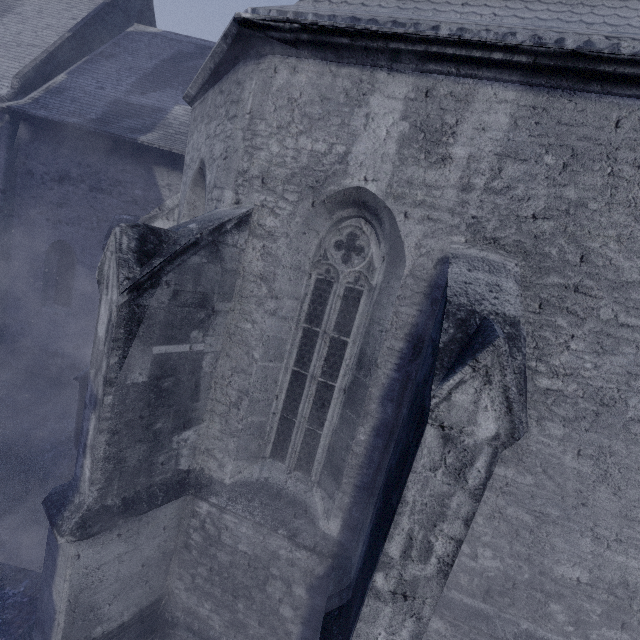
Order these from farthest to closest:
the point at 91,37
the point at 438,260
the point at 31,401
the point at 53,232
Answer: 1. the point at 91,37
2. the point at 53,232
3. the point at 31,401
4. the point at 438,260
